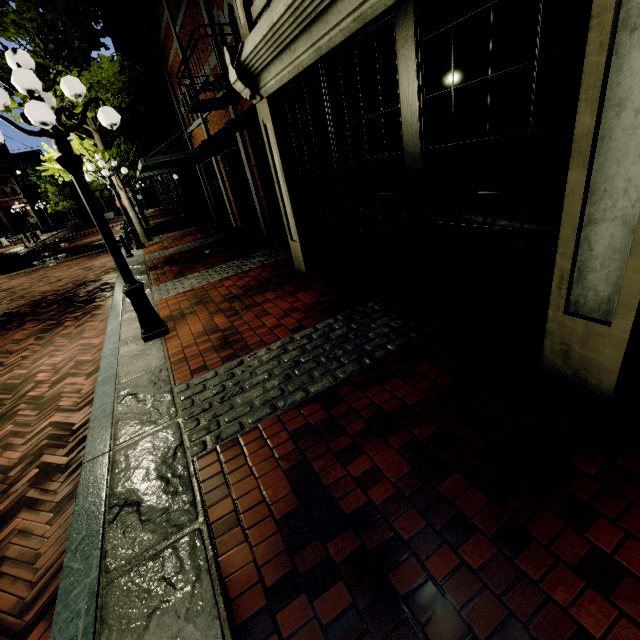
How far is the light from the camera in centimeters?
2123cm

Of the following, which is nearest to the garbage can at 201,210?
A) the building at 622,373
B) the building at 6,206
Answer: the building at 622,373

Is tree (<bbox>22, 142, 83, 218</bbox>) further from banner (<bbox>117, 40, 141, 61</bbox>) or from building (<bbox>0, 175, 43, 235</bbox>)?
banner (<bbox>117, 40, 141, 61</bbox>)

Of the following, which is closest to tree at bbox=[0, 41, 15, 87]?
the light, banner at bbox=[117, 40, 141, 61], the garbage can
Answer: banner at bbox=[117, 40, 141, 61]

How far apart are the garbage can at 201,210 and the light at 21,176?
13.7 meters

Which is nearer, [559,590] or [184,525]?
[559,590]

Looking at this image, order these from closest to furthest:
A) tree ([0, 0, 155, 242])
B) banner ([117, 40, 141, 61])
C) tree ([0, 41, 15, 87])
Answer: tree ([0, 0, 155, 242])
tree ([0, 41, 15, 87])
banner ([117, 40, 141, 61])

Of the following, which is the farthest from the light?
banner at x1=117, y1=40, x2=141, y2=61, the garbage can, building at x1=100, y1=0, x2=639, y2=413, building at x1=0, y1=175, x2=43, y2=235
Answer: building at x1=100, y1=0, x2=639, y2=413
